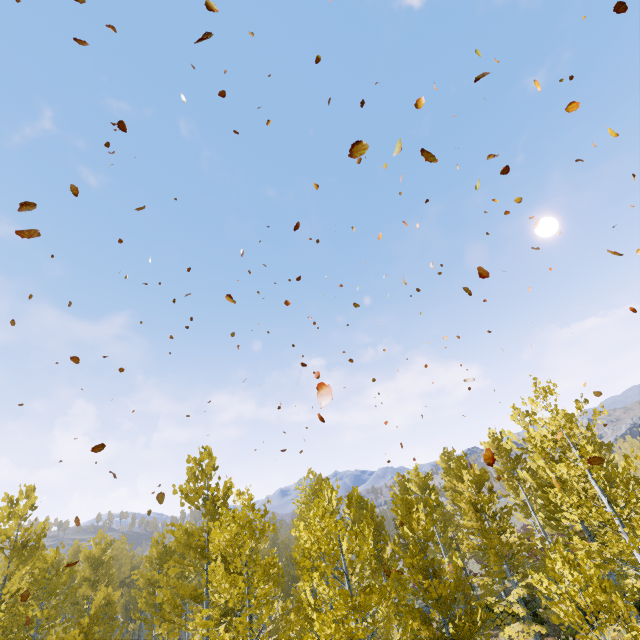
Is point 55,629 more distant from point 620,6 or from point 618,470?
point 620,6
